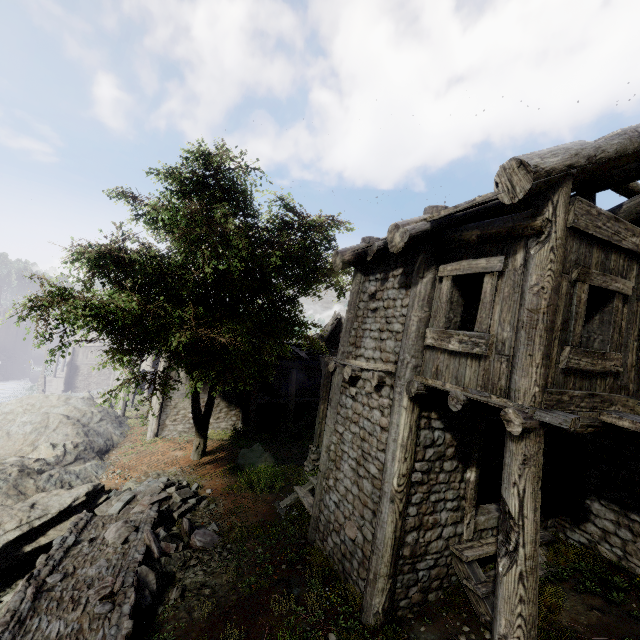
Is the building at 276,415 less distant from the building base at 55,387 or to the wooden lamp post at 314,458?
the building base at 55,387

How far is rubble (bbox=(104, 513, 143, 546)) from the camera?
7.7 meters

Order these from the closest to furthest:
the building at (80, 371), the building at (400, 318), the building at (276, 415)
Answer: the building at (400, 318), the building at (276, 415), the building at (80, 371)

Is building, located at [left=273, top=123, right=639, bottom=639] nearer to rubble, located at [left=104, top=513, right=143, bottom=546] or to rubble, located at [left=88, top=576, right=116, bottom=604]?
rubble, located at [left=104, top=513, right=143, bottom=546]

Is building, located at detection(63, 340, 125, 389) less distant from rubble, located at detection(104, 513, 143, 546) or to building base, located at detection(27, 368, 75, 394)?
building base, located at detection(27, 368, 75, 394)

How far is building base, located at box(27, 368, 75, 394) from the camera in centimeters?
3839cm

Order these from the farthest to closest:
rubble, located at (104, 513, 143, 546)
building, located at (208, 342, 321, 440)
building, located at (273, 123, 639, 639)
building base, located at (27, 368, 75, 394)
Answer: building base, located at (27, 368, 75, 394)
building, located at (208, 342, 321, 440)
rubble, located at (104, 513, 143, 546)
building, located at (273, 123, 639, 639)

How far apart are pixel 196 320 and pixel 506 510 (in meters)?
13.03
